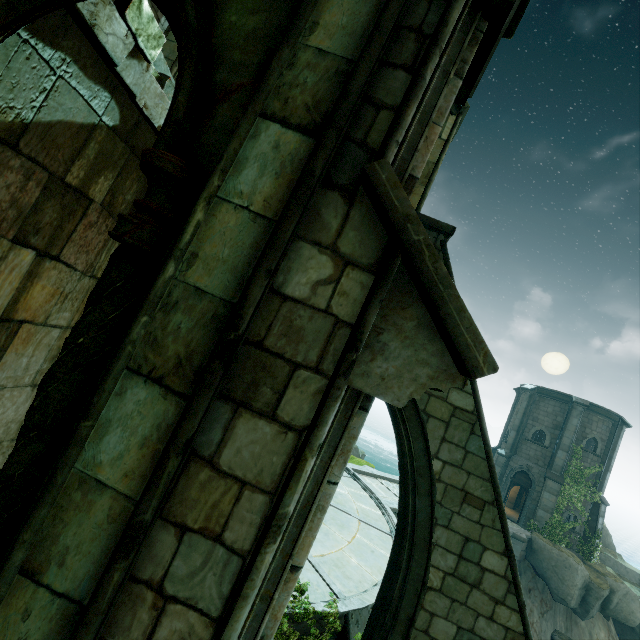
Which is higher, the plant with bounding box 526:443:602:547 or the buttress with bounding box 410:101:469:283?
the buttress with bounding box 410:101:469:283

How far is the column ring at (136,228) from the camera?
1.8 meters

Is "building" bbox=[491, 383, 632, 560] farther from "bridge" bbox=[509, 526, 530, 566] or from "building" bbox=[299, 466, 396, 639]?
"building" bbox=[299, 466, 396, 639]

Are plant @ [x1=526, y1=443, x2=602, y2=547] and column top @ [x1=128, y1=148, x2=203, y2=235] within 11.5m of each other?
no

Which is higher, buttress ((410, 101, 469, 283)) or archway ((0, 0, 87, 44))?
buttress ((410, 101, 469, 283))

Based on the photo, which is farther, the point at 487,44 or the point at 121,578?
the point at 487,44

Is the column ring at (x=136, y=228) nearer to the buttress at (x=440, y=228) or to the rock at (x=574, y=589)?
the buttress at (x=440, y=228)

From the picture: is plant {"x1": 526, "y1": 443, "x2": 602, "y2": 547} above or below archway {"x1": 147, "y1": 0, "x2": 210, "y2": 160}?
below
